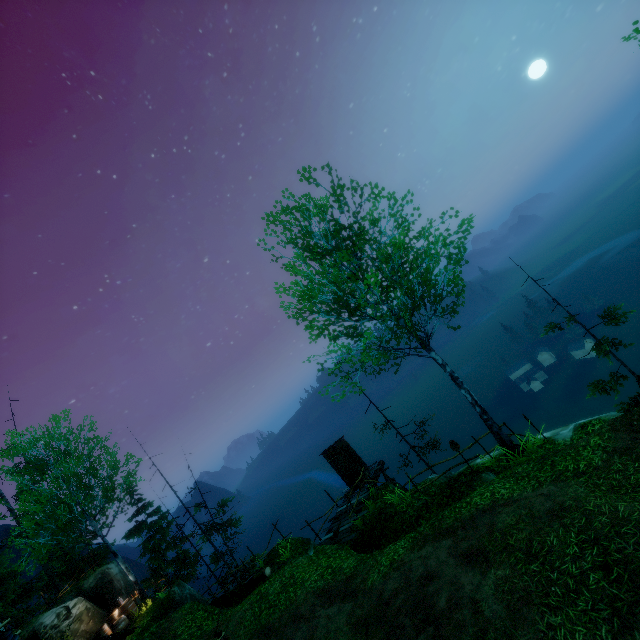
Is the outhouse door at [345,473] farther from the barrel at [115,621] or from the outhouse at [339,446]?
the barrel at [115,621]

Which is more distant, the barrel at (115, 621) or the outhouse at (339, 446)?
the outhouse at (339, 446)

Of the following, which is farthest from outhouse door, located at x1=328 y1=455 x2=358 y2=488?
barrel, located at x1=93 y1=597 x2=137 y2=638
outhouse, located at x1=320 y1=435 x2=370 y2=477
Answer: barrel, located at x1=93 y1=597 x2=137 y2=638

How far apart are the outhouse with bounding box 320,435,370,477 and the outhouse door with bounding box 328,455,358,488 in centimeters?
2cm

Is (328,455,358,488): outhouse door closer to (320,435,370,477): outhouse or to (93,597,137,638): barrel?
(320,435,370,477): outhouse

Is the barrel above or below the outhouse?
above

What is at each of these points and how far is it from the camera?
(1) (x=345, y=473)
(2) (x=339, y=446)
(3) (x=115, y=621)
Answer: (1) outhouse door, 18.27m
(2) outhouse, 18.70m
(3) barrel, 18.03m
